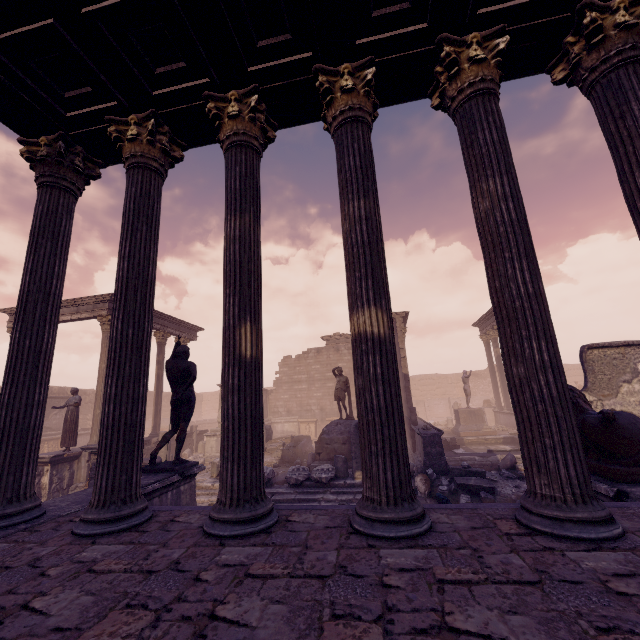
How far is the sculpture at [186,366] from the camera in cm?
611

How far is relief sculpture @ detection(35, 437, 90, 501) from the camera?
11.1 meters

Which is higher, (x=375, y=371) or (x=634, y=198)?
(x=634, y=198)

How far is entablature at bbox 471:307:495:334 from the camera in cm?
2123

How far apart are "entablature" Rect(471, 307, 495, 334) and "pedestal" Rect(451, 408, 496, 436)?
5.6m

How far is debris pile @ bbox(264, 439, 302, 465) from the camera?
14.24m

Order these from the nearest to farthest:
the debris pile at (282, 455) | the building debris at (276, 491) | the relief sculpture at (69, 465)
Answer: the building debris at (276, 491) < the relief sculpture at (69, 465) < the debris pile at (282, 455)

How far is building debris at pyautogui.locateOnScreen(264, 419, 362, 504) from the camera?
9.3m
